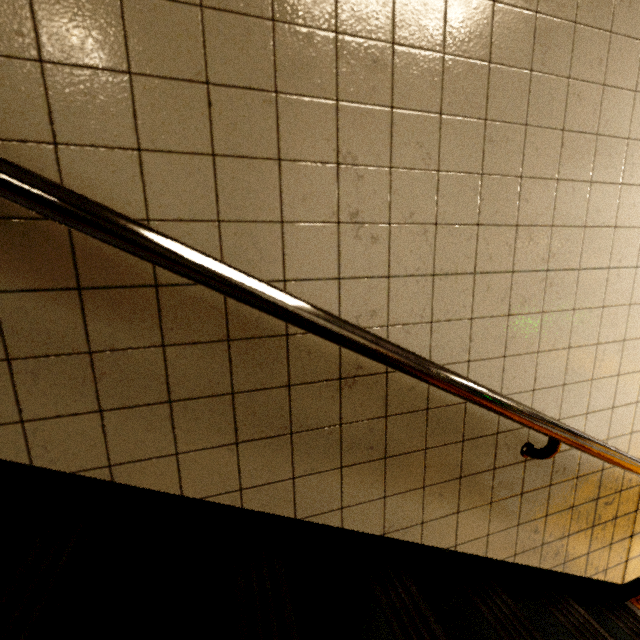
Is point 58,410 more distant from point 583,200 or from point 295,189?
point 583,200
